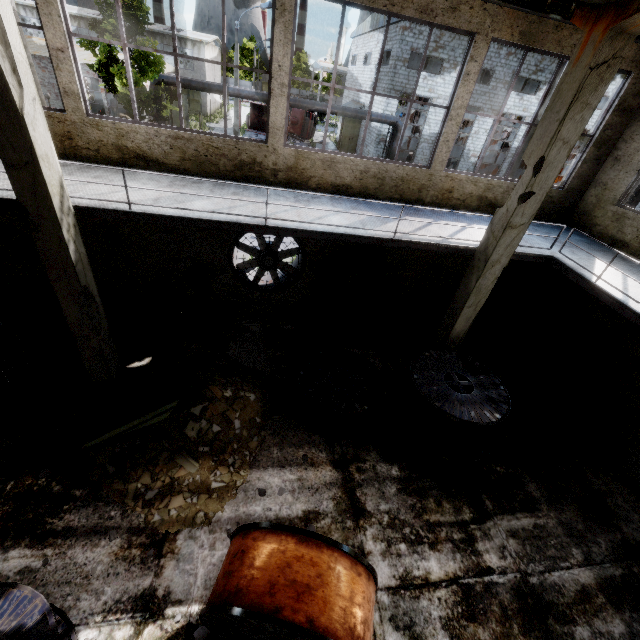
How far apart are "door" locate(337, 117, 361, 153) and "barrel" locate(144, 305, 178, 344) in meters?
29.5 m

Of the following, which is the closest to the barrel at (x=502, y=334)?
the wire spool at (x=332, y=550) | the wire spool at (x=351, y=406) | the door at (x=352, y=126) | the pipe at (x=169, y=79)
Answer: the wire spool at (x=351, y=406)

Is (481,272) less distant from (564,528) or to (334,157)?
(334,157)

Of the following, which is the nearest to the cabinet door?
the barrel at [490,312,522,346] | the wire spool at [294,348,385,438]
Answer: the wire spool at [294,348,385,438]

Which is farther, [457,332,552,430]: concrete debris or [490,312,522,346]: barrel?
[490,312,522,346]: barrel

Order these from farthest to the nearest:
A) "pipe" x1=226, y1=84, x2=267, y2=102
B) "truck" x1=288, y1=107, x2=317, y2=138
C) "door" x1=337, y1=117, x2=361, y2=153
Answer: "truck" x1=288, y1=107, x2=317, y2=138 < "door" x1=337, y1=117, x2=361, y2=153 < "pipe" x1=226, y1=84, x2=267, y2=102

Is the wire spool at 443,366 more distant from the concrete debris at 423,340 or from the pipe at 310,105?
the pipe at 310,105

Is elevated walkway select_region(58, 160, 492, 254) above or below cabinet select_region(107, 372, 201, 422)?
above
